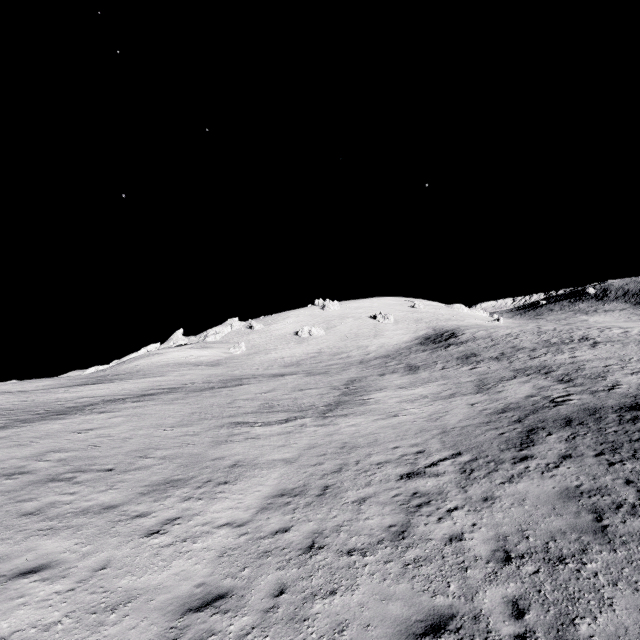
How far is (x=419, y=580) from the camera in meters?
6.1 m
